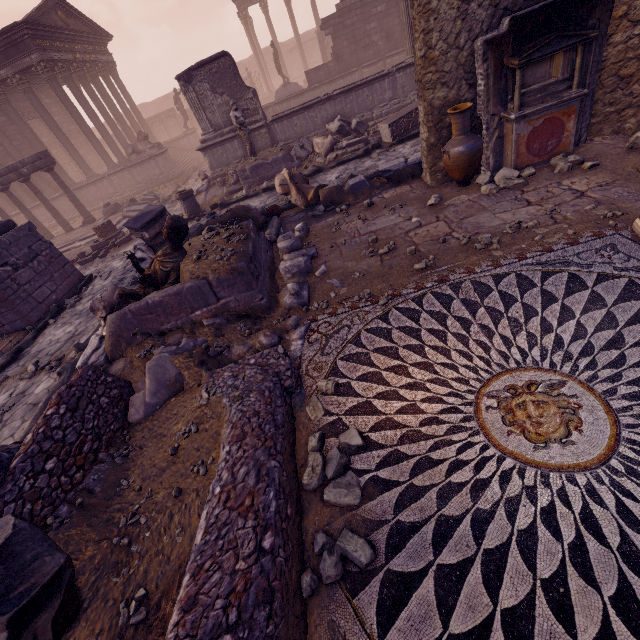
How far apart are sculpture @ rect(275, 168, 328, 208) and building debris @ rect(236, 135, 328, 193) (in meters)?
3.36

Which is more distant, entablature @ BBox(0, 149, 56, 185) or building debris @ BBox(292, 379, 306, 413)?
entablature @ BBox(0, 149, 56, 185)

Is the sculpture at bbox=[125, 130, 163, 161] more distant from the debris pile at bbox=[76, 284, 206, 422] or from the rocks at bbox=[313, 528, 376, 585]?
the rocks at bbox=[313, 528, 376, 585]

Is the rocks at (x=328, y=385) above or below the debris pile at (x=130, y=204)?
below

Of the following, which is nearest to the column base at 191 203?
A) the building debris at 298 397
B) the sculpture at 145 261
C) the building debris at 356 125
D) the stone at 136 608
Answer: the building debris at 356 125

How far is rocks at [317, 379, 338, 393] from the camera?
3.4m

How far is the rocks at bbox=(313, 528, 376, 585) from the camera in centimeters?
218cm

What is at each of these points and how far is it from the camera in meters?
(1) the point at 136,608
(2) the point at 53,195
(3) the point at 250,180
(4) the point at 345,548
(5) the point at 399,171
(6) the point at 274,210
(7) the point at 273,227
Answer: (1) stone, 2.1
(2) building, 18.3
(3) building debris, 11.7
(4) rocks, 2.2
(5) debris pile, 7.2
(6) vase, 8.1
(7) column piece, 7.2
